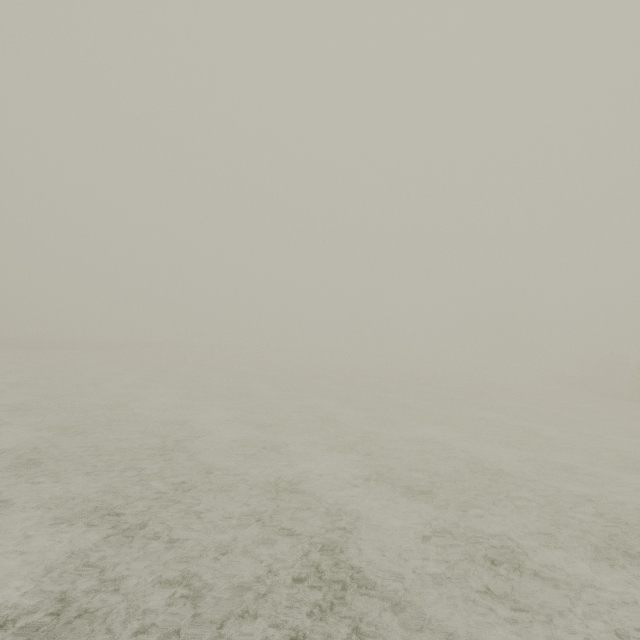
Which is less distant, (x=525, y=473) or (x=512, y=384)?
(x=525, y=473)
